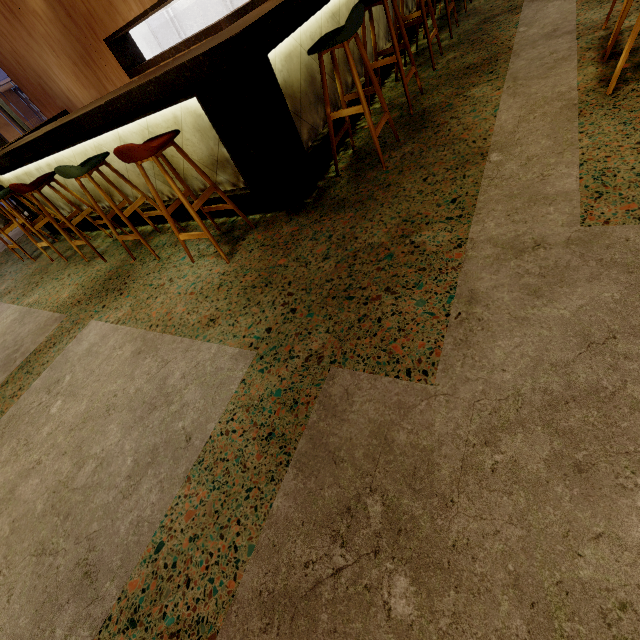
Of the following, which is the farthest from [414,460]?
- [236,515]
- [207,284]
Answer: [207,284]

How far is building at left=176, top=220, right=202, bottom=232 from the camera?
3.3m

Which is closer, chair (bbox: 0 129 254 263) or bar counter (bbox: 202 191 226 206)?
chair (bbox: 0 129 254 263)

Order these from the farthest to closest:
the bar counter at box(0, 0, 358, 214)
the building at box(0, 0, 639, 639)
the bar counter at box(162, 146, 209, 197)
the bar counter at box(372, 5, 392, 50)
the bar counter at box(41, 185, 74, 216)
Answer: the bar counter at box(41, 185, 74, 216) < the bar counter at box(372, 5, 392, 50) < the bar counter at box(162, 146, 209, 197) < the bar counter at box(0, 0, 358, 214) < the building at box(0, 0, 639, 639)

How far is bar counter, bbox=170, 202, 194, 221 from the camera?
3.4 meters

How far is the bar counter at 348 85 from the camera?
3.26m
